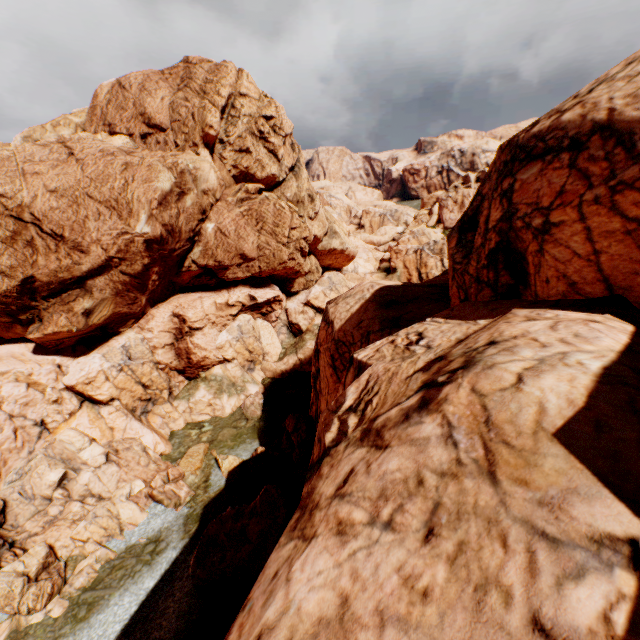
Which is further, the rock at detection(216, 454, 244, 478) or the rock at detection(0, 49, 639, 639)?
the rock at detection(216, 454, 244, 478)

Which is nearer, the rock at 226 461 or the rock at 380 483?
the rock at 380 483

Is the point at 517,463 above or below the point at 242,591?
above

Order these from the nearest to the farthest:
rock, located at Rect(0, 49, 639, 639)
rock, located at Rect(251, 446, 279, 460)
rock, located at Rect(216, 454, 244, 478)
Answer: rock, located at Rect(0, 49, 639, 639)
rock, located at Rect(216, 454, 244, 478)
rock, located at Rect(251, 446, 279, 460)

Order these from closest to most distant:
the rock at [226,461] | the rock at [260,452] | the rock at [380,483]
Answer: the rock at [380,483], the rock at [226,461], the rock at [260,452]

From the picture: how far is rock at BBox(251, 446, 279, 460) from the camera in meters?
25.8
